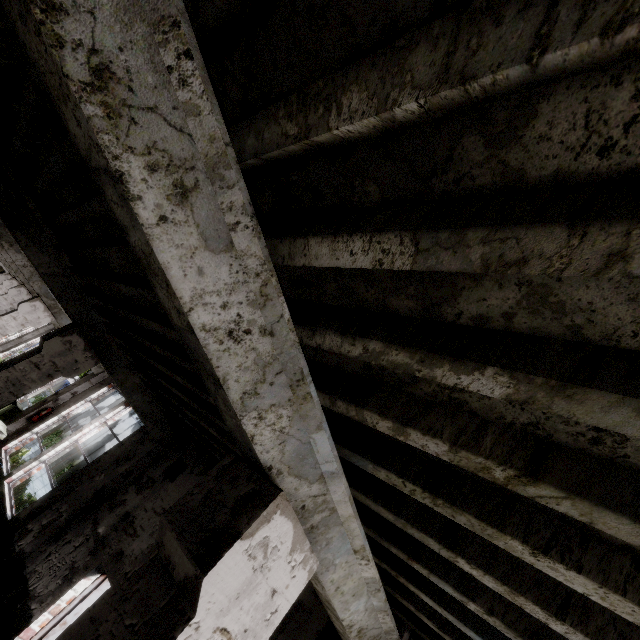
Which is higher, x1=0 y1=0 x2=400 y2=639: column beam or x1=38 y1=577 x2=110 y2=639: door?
x1=0 y1=0 x2=400 y2=639: column beam

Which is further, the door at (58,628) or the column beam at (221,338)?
the door at (58,628)

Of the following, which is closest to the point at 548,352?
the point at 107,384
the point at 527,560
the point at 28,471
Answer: the point at 527,560

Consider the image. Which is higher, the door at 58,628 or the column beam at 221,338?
the column beam at 221,338

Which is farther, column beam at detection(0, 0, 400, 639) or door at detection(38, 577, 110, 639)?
door at detection(38, 577, 110, 639)
